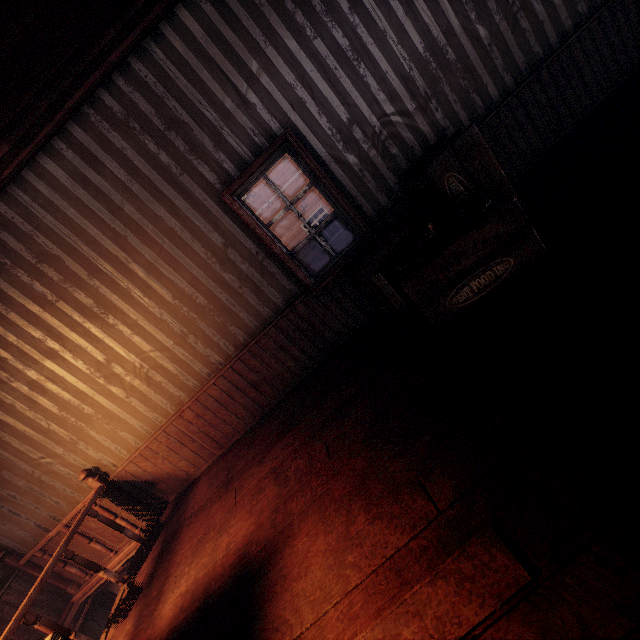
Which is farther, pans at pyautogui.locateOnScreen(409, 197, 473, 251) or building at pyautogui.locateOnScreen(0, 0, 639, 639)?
pans at pyautogui.locateOnScreen(409, 197, 473, 251)

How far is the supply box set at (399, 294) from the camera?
2.58m

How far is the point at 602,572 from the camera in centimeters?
120cm

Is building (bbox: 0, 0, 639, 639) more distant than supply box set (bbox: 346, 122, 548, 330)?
No

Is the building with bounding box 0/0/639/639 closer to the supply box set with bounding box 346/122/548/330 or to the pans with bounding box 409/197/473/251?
the supply box set with bounding box 346/122/548/330

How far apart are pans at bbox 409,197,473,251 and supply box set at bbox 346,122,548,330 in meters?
0.0

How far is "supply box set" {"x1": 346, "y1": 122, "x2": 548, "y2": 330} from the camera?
2.6 meters

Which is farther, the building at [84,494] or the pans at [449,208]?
the pans at [449,208]
